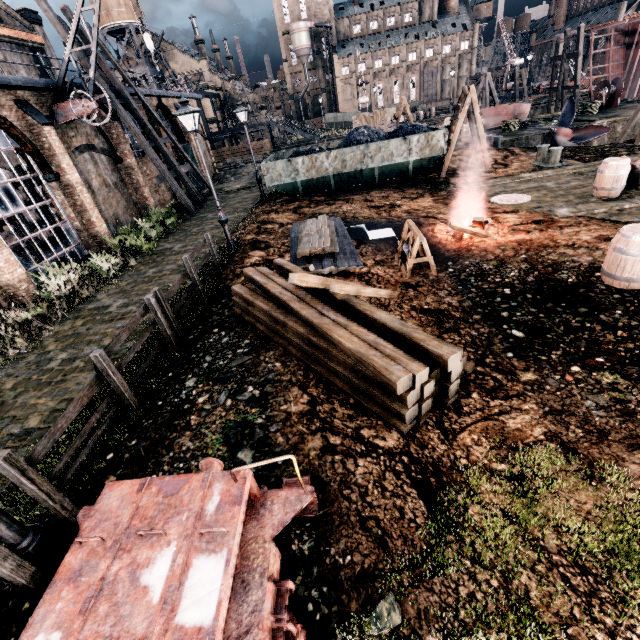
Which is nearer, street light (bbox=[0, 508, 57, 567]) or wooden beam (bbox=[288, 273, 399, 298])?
street light (bbox=[0, 508, 57, 567])

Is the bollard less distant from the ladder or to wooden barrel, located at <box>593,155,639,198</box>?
the ladder

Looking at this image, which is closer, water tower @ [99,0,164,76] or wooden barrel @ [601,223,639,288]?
wooden barrel @ [601,223,639,288]

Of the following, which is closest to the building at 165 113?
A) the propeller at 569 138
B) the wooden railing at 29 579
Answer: the wooden railing at 29 579

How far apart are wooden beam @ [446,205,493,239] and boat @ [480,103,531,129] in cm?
2728

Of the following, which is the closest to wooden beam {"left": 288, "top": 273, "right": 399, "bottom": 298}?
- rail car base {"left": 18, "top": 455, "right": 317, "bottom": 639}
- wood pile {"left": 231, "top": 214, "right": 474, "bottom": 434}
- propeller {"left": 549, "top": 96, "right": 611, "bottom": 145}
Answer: wood pile {"left": 231, "top": 214, "right": 474, "bottom": 434}

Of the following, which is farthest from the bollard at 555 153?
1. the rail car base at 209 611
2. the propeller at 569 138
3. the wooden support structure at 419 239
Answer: the rail car base at 209 611

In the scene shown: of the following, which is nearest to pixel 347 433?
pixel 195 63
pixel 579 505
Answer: pixel 579 505
